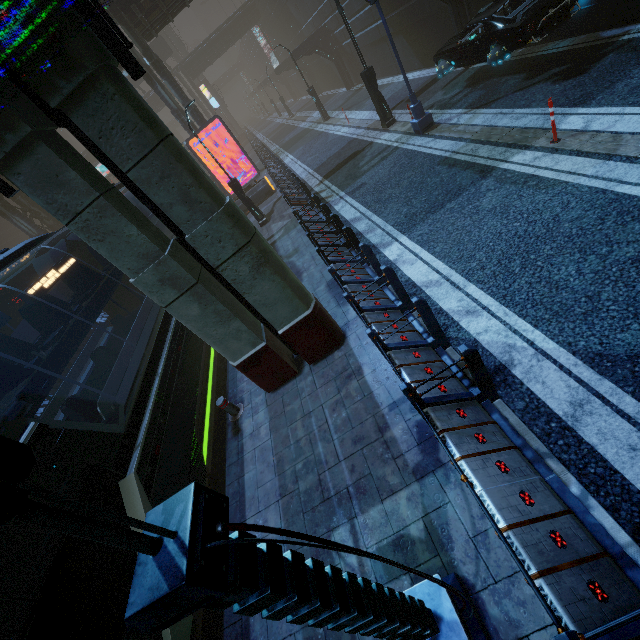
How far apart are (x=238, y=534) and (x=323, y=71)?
43.1m

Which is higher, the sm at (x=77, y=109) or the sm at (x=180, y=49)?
the sm at (x=180, y=49)

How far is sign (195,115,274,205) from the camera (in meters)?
17.08

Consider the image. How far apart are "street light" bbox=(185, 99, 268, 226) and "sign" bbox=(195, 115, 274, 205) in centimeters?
347cm

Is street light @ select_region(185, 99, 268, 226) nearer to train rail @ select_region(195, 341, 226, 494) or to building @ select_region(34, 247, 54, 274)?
building @ select_region(34, 247, 54, 274)

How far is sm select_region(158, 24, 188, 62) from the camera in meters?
47.0 m

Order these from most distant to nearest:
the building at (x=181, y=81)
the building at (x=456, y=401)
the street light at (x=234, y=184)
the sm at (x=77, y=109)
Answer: the building at (x=181, y=81) < the street light at (x=234, y=184) < the sm at (x=77, y=109) < the building at (x=456, y=401)

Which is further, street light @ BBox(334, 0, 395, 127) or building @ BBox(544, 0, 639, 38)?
street light @ BBox(334, 0, 395, 127)
